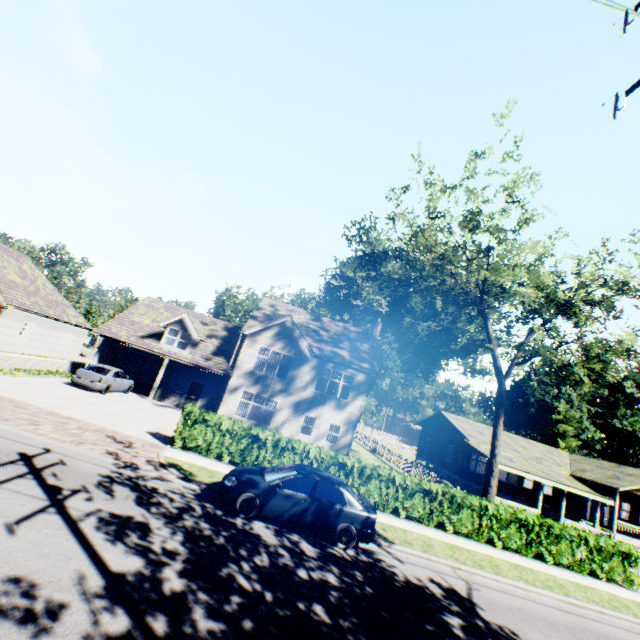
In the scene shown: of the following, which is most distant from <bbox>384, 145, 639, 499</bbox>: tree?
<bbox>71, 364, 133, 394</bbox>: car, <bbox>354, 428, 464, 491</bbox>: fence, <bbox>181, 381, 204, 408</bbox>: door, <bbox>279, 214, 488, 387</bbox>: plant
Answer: <bbox>181, 381, 204, 408</bbox>: door

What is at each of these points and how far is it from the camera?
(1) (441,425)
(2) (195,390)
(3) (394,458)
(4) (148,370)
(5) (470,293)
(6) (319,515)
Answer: (1) flat, 35.6 meters
(2) door, 24.8 meters
(3) fence, 31.7 meters
(4) garage door, 25.9 meters
(5) tree, 21.4 meters
(6) car, 9.4 meters

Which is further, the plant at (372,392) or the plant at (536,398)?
the plant at (372,392)

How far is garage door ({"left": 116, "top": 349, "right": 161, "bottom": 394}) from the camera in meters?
25.6

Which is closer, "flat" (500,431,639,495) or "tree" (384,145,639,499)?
"tree" (384,145,639,499)

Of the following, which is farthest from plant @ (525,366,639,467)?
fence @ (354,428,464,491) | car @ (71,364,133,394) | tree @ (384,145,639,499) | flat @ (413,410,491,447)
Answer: car @ (71,364,133,394)

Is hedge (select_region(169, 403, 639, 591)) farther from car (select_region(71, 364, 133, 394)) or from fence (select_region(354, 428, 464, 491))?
car (select_region(71, 364, 133, 394))

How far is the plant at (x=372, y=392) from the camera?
55.91m
